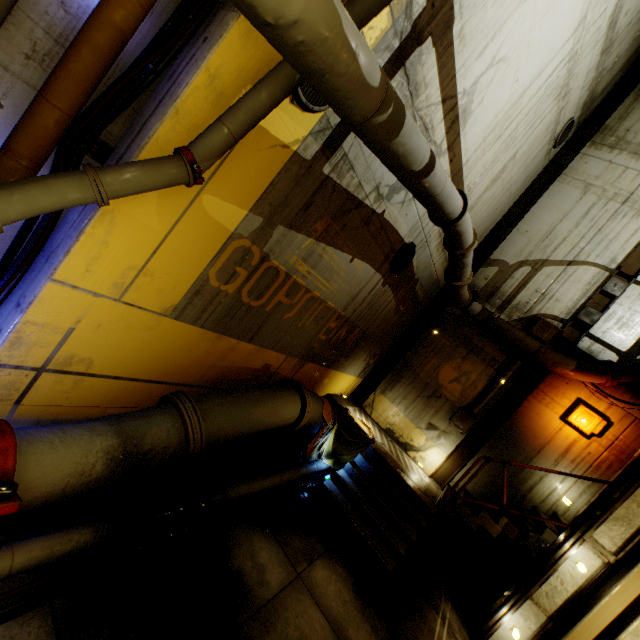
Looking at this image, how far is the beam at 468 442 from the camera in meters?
9.0

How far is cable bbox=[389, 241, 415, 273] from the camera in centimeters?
718cm

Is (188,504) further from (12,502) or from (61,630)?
(12,502)

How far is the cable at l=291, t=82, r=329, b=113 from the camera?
3.5m

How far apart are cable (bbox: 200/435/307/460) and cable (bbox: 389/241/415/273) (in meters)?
4.75

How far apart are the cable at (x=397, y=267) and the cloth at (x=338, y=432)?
3.3m

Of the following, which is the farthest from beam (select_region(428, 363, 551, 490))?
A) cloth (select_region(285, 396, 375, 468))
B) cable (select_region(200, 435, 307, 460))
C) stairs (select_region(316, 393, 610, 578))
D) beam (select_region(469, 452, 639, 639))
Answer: cable (select_region(200, 435, 307, 460))

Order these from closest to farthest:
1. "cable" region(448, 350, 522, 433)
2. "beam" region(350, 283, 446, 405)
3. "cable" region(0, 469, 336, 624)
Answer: "cable" region(0, 469, 336, 624) < "cable" region(448, 350, 522, 433) < "beam" region(350, 283, 446, 405)
